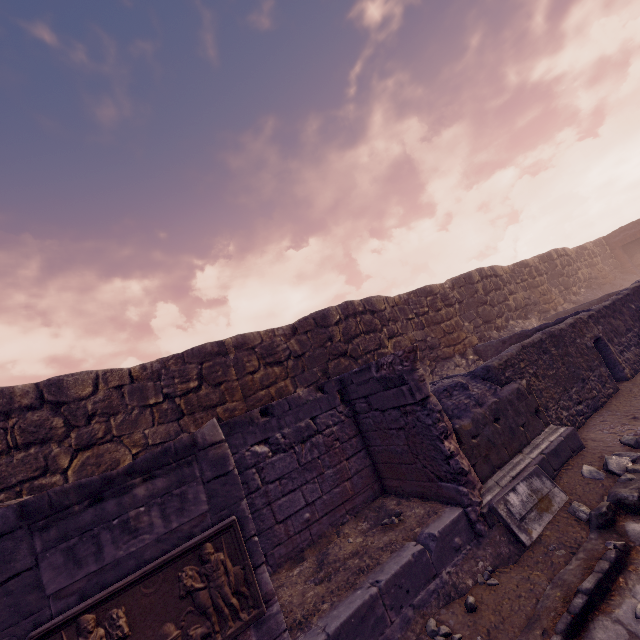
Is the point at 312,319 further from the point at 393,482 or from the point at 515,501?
the point at 515,501

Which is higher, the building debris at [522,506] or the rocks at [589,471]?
the building debris at [522,506]

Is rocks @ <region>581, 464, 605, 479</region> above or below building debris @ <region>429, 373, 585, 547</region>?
below

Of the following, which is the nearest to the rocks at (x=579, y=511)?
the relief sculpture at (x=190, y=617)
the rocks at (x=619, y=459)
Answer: the rocks at (x=619, y=459)

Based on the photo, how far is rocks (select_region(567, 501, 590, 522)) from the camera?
4.05m

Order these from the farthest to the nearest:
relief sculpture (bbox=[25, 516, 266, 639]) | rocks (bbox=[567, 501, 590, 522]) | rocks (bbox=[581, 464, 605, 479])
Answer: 1. rocks (bbox=[581, 464, 605, 479])
2. rocks (bbox=[567, 501, 590, 522])
3. relief sculpture (bbox=[25, 516, 266, 639])

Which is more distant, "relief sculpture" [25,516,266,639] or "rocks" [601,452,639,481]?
"rocks" [601,452,639,481]

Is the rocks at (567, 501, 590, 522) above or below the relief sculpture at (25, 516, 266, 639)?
below
